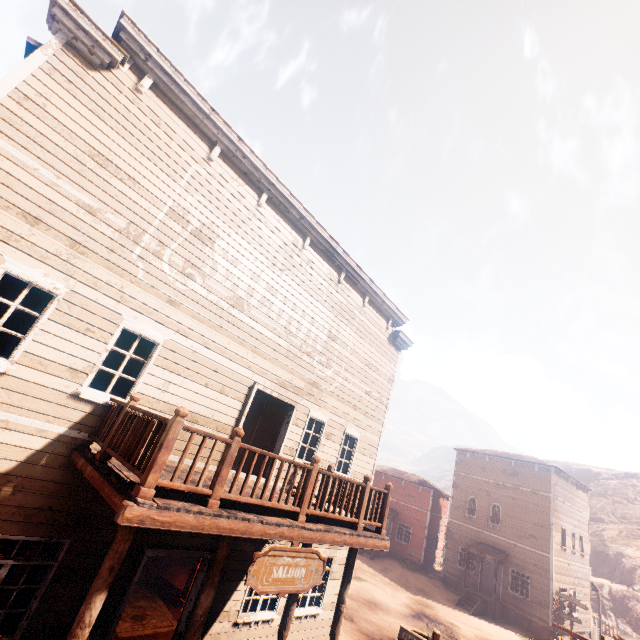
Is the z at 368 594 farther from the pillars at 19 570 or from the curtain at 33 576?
the pillars at 19 570

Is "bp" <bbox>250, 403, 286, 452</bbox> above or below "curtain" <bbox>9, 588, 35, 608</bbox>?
above

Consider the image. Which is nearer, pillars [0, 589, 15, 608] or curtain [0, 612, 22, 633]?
curtain [0, 612, 22, 633]

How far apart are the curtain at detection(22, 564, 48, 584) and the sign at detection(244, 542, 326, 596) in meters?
3.8 m

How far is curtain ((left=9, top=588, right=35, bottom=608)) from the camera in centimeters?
536cm

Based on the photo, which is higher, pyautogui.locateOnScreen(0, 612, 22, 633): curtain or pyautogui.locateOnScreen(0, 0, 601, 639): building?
pyautogui.locateOnScreen(0, 0, 601, 639): building

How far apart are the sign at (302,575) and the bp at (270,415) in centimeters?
397cm

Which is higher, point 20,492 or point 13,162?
point 13,162
